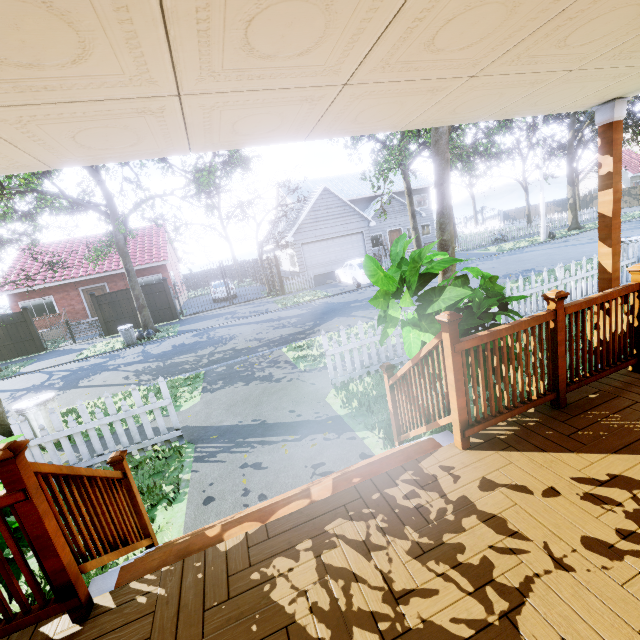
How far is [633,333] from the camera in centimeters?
314cm

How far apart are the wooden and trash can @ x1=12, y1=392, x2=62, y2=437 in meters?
9.4 m

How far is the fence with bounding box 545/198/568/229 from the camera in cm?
2767

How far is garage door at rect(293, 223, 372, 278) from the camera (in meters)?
23.11

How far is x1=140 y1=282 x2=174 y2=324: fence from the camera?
18.7 meters

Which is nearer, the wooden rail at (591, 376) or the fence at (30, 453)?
the wooden rail at (591, 376)

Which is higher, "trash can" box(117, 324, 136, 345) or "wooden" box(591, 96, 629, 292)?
"wooden" box(591, 96, 629, 292)

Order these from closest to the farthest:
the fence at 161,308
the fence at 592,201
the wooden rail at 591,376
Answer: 1. the wooden rail at 591,376
2. the fence at 161,308
3. the fence at 592,201
